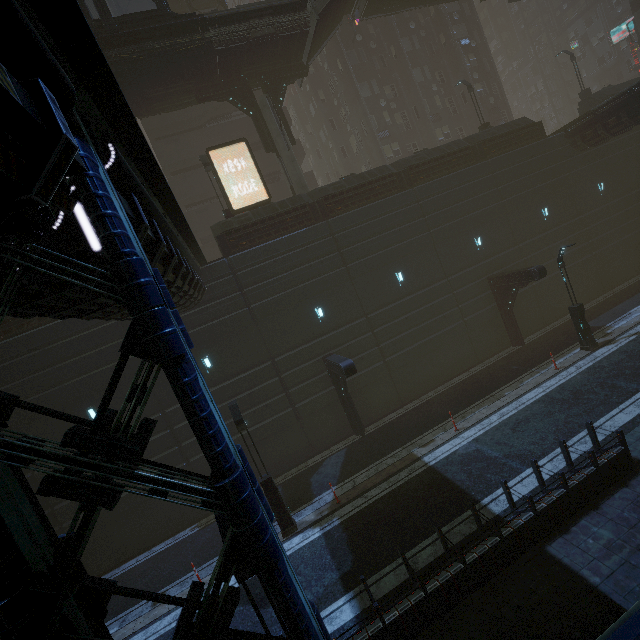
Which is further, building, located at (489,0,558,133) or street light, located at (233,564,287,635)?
building, located at (489,0,558,133)

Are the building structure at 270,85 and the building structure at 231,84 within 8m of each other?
yes

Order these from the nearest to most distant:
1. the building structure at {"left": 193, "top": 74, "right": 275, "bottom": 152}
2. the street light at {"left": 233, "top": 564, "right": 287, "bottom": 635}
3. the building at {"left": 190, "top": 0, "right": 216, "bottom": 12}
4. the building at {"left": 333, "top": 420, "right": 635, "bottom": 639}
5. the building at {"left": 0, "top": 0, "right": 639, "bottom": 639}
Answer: the building at {"left": 0, "top": 0, "right": 639, "bottom": 639} < the street light at {"left": 233, "top": 564, "right": 287, "bottom": 635} < the building at {"left": 333, "top": 420, "right": 635, "bottom": 639} < the building structure at {"left": 193, "top": 74, "right": 275, "bottom": 152} < the building at {"left": 190, "top": 0, "right": 216, "bottom": 12}

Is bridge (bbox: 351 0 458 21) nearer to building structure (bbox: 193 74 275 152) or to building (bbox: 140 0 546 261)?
building (bbox: 140 0 546 261)

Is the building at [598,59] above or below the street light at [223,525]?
above

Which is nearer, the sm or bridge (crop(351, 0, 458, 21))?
the sm

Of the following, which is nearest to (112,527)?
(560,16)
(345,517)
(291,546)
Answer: (291,546)

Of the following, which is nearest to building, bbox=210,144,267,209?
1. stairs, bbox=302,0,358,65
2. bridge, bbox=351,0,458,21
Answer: bridge, bbox=351,0,458,21
